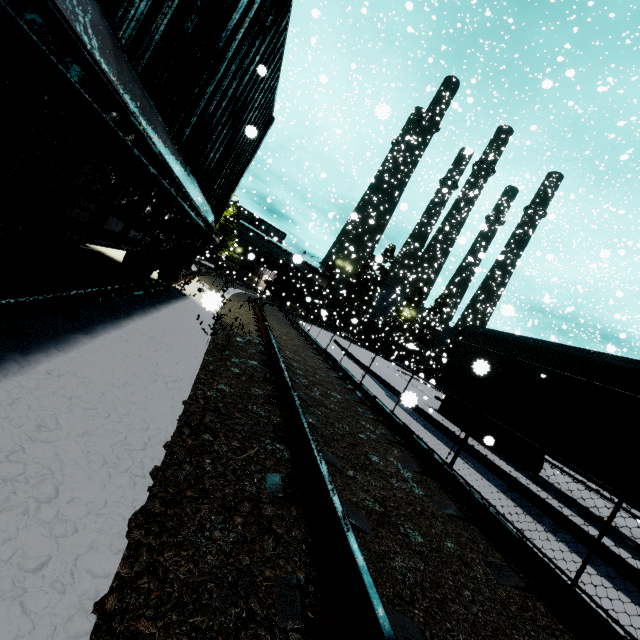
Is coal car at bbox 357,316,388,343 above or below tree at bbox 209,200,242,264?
below

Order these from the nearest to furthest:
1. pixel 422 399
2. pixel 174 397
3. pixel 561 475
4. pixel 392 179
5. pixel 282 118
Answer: pixel 174 397, pixel 422 399, pixel 561 475, pixel 282 118, pixel 392 179

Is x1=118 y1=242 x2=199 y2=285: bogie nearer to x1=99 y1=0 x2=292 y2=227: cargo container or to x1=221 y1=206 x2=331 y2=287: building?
x1=99 y1=0 x2=292 y2=227: cargo container

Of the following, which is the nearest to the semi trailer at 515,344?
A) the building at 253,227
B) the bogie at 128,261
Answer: the building at 253,227

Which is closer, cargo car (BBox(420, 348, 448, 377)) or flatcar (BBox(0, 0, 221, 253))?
flatcar (BBox(0, 0, 221, 253))

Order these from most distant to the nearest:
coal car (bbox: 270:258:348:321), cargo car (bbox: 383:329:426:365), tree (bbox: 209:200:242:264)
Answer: tree (bbox: 209:200:242:264)
coal car (bbox: 270:258:348:321)
cargo car (bbox: 383:329:426:365)

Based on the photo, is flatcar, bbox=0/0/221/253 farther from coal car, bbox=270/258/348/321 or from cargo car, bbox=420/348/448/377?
cargo car, bbox=420/348/448/377

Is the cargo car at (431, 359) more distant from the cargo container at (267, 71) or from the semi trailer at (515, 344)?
the cargo container at (267, 71)
